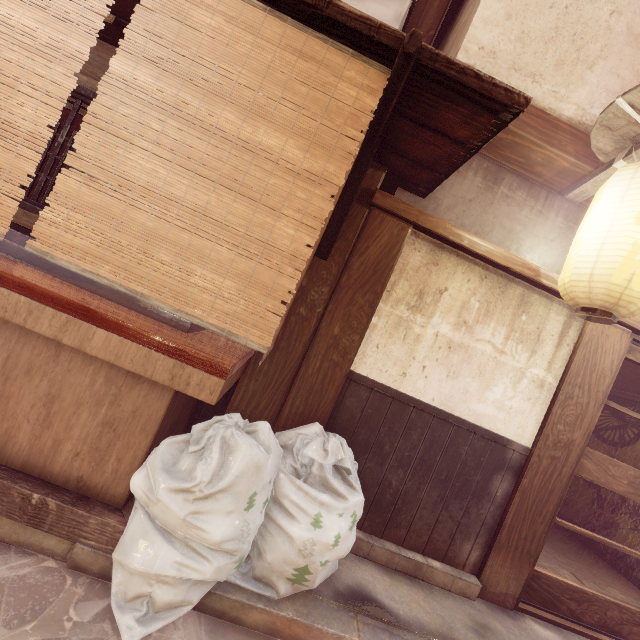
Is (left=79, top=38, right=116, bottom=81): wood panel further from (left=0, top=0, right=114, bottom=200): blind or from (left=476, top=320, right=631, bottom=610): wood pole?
(left=476, top=320, right=631, bottom=610): wood pole

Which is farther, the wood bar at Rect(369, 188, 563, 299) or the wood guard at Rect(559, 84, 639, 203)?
the wood bar at Rect(369, 188, 563, 299)

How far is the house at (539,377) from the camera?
5.3 meters

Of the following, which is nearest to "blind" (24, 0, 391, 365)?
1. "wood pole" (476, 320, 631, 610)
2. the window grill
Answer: the window grill

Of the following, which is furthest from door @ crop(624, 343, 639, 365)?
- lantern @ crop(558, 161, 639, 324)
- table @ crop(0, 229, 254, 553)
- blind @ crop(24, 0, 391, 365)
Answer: table @ crop(0, 229, 254, 553)

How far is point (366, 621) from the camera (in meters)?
3.97

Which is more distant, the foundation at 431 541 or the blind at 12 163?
the foundation at 431 541

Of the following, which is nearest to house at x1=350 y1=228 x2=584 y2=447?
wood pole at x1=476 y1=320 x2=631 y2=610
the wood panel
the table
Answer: wood pole at x1=476 y1=320 x2=631 y2=610
